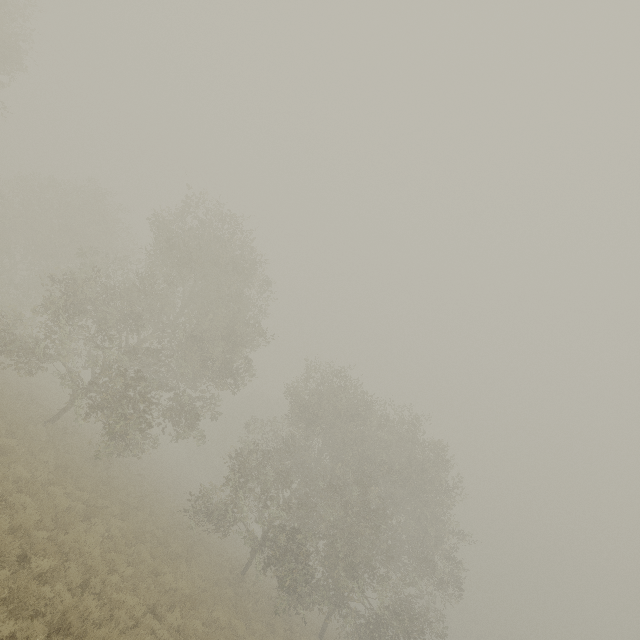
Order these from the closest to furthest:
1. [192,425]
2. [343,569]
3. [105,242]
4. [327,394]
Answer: [343,569] < [192,425] < [327,394] < [105,242]
